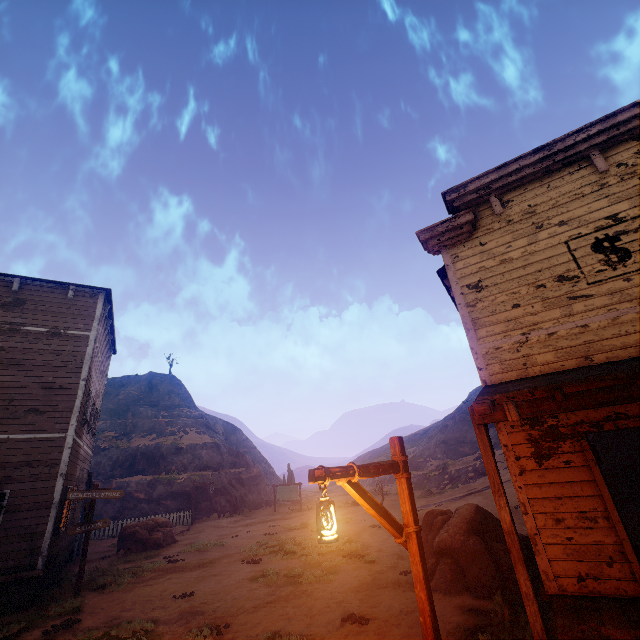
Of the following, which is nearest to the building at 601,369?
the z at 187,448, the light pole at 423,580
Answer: the z at 187,448

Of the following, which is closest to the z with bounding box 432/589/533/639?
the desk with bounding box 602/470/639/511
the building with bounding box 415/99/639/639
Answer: the building with bounding box 415/99/639/639

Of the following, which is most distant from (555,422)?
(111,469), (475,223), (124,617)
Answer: (111,469)

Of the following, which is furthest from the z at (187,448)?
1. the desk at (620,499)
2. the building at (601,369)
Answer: the desk at (620,499)

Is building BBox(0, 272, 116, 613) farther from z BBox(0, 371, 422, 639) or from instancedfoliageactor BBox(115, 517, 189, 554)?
instancedfoliageactor BBox(115, 517, 189, 554)

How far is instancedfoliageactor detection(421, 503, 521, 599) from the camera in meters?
7.6

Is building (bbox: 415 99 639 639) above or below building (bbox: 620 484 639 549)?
above

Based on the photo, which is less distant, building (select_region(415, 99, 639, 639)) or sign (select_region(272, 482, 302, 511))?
building (select_region(415, 99, 639, 639))
